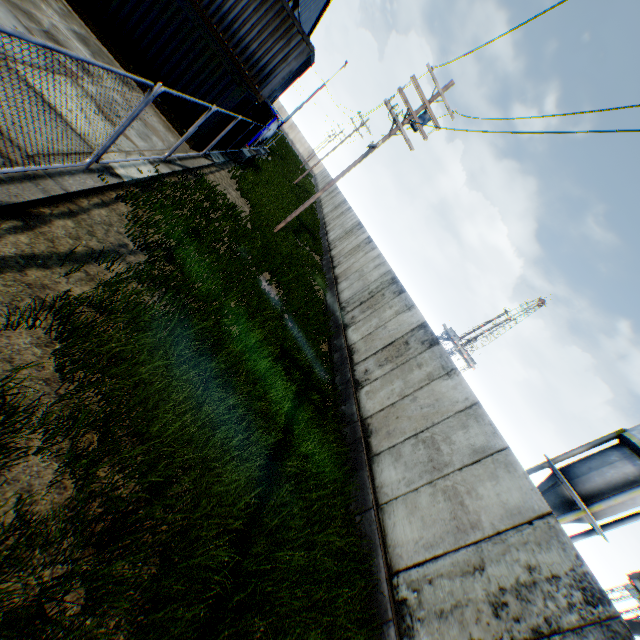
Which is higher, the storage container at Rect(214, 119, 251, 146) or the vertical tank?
the vertical tank

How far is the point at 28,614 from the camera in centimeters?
247cm

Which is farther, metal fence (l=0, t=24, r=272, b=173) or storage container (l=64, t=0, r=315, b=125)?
storage container (l=64, t=0, r=315, b=125)

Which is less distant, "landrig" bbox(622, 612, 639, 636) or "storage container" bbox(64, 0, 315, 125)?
"storage container" bbox(64, 0, 315, 125)

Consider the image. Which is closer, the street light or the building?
the street light

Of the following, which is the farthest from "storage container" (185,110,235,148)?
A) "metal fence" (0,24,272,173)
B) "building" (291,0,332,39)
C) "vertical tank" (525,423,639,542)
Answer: "vertical tank" (525,423,639,542)

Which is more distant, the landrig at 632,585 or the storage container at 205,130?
the landrig at 632,585

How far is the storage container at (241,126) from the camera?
15.21m
